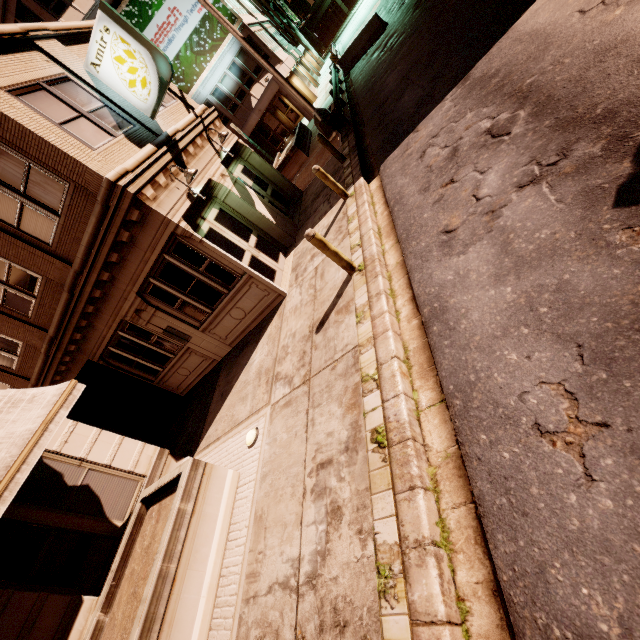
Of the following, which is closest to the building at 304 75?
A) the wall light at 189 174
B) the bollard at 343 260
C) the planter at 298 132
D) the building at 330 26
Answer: the wall light at 189 174

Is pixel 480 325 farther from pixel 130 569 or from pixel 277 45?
pixel 277 45

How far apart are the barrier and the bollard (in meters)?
20.17

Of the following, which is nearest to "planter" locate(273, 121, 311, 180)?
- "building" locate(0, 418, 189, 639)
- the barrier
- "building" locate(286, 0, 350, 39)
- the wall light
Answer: the barrier

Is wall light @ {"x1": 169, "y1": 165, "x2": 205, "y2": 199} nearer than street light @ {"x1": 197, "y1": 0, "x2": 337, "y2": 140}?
Yes

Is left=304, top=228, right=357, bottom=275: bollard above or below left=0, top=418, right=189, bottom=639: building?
below

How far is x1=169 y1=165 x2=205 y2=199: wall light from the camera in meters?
→ 8.1

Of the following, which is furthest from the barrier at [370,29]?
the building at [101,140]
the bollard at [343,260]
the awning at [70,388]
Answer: the awning at [70,388]
